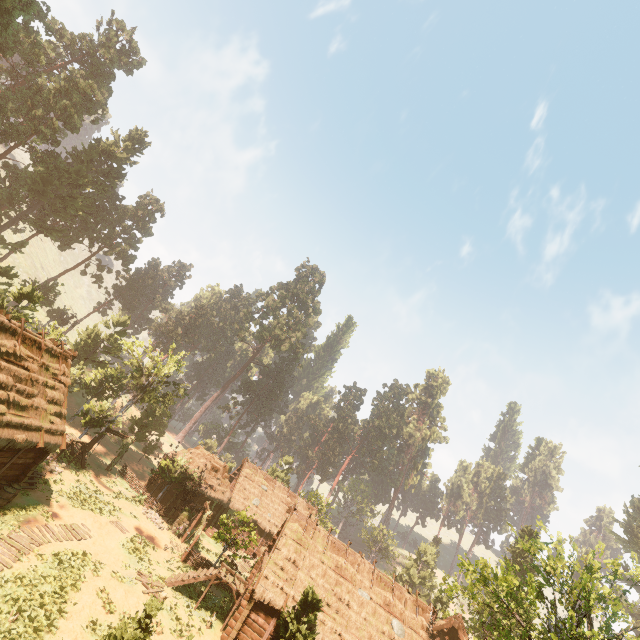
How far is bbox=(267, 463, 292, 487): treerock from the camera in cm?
5203

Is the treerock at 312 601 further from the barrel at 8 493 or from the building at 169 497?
the barrel at 8 493

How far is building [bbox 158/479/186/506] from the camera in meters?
32.3

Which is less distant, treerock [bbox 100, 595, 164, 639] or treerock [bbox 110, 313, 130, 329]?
treerock [bbox 100, 595, 164, 639]

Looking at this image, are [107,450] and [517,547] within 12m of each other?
no

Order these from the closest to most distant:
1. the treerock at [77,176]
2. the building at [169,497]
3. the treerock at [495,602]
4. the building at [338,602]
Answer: the treerock at [495,602] < the building at [338,602] < the building at [169,497] < the treerock at [77,176]
